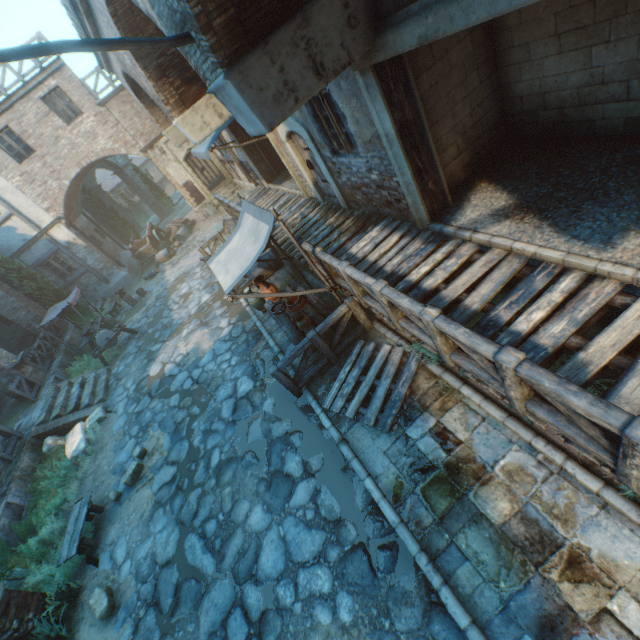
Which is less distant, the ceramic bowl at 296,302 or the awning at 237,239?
the awning at 237,239

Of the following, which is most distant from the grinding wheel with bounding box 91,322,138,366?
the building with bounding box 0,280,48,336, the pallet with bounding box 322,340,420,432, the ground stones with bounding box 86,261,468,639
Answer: the pallet with bounding box 322,340,420,432

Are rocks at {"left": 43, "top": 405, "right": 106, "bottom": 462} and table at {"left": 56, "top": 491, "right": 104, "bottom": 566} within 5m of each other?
yes

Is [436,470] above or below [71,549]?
below

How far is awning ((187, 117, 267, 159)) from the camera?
9.2m

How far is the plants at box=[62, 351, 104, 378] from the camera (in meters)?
13.25

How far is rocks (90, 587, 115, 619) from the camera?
5.6m

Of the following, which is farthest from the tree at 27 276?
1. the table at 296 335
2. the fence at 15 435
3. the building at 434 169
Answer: the table at 296 335
